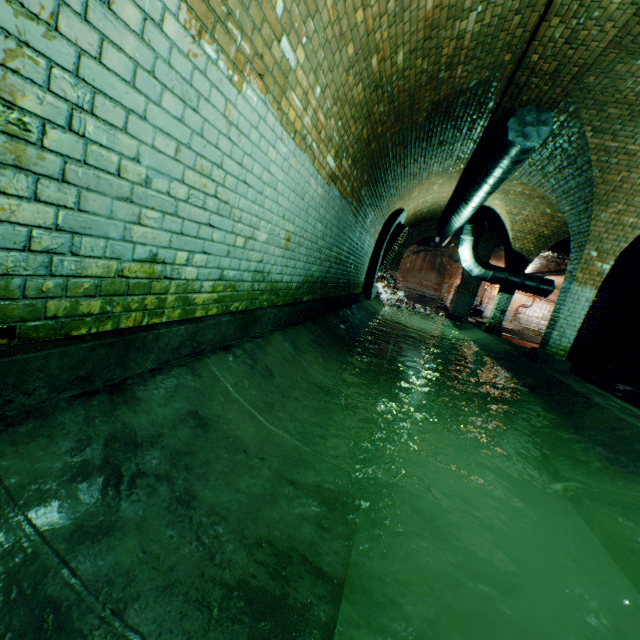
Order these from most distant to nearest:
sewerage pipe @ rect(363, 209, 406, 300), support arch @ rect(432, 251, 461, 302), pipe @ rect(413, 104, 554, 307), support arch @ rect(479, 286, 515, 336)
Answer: support arch @ rect(432, 251, 461, 302), support arch @ rect(479, 286, 515, 336), sewerage pipe @ rect(363, 209, 406, 300), pipe @ rect(413, 104, 554, 307)

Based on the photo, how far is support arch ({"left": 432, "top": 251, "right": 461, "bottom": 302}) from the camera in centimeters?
2909cm

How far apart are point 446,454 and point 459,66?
5.3 meters

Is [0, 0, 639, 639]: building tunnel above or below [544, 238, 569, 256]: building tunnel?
below

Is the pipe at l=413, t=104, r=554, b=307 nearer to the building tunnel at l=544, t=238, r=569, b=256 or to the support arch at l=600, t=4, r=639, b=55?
the building tunnel at l=544, t=238, r=569, b=256

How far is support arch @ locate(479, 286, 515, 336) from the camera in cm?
1154

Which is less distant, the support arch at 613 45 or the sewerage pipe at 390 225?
the support arch at 613 45

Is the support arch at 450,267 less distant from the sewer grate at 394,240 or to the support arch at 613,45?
the sewer grate at 394,240
